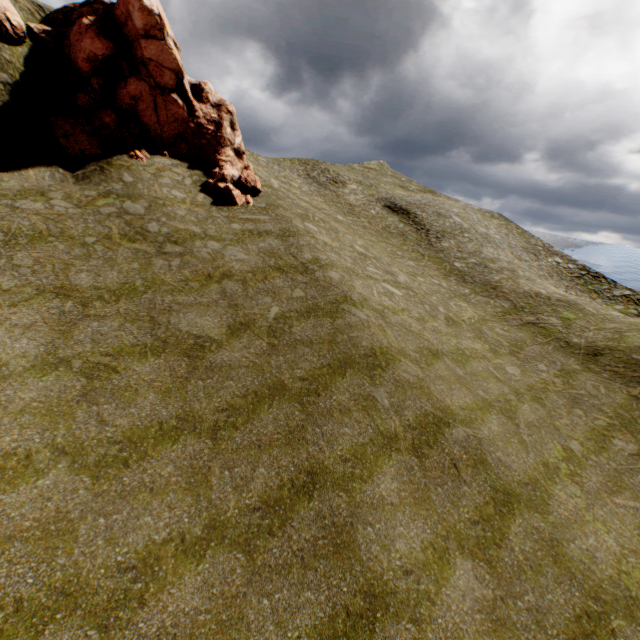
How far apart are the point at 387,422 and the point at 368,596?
4.9m
